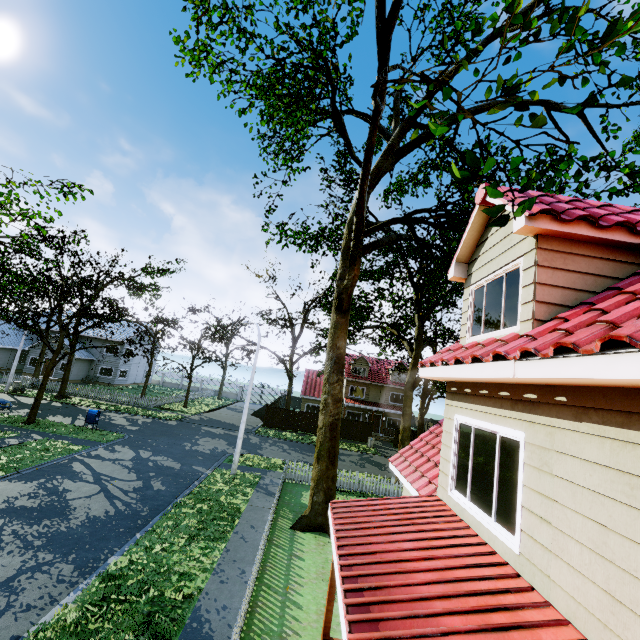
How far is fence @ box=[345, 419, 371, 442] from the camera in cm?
3366

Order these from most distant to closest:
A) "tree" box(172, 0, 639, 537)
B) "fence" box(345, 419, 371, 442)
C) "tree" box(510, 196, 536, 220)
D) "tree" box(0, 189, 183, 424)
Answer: "fence" box(345, 419, 371, 442), "tree" box(0, 189, 183, 424), "tree" box(172, 0, 639, 537), "tree" box(510, 196, 536, 220)

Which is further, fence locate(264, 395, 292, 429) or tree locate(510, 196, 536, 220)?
fence locate(264, 395, 292, 429)

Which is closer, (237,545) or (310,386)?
(237,545)

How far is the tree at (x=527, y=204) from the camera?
2.98m

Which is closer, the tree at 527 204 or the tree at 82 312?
the tree at 527 204

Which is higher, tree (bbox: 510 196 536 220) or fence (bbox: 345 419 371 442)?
tree (bbox: 510 196 536 220)

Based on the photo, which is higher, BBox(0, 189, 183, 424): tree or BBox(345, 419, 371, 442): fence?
BBox(0, 189, 183, 424): tree
